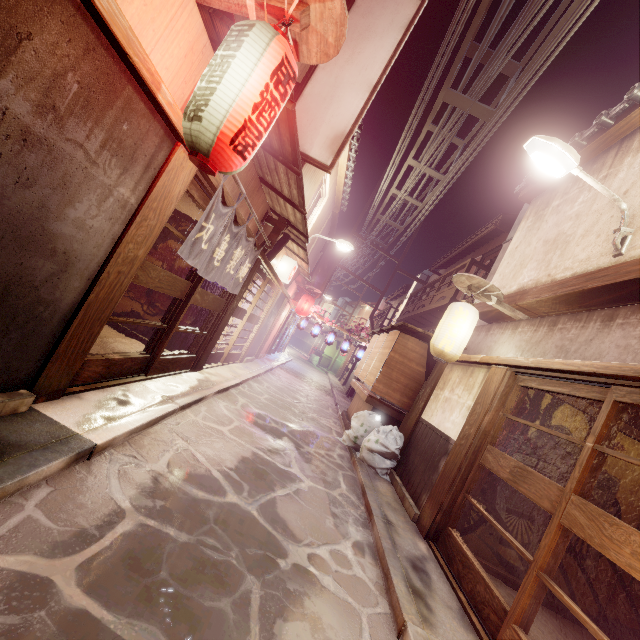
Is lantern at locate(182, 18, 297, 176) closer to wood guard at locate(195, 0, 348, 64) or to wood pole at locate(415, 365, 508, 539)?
wood guard at locate(195, 0, 348, 64)

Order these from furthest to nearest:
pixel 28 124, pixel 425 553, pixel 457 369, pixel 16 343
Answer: pixel 457 369 → pixel 425 553 → pixel 16 343 → pixel 28 124

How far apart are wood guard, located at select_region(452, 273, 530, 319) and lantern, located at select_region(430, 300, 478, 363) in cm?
5

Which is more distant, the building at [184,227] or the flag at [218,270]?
the building at [184,227]

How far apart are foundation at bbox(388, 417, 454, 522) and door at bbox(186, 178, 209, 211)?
8.7m

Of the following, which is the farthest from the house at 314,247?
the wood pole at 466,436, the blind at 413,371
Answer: the wood pole at 466,436

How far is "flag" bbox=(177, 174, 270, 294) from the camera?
7.3 meters

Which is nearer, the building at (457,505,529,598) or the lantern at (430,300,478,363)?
the building at (457,505,529,598)
